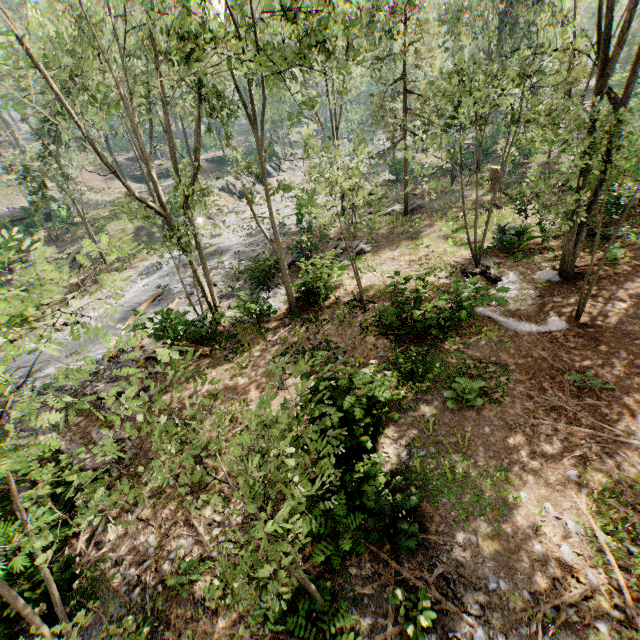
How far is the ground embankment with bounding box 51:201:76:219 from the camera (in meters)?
36.12

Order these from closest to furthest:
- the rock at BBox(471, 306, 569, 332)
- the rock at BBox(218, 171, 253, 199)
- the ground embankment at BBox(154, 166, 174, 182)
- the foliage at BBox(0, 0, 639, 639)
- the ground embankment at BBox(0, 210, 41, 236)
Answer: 1. the foliage at BBox(0, 0, 639, 639)
2. the rock at BBox(471, 306, 569, 332)
3. the ground embankment at BBox(0, 210, 41, 236)
4. the ground embankment at BBox(154, 166, 174, 182)
5. the rock at BBox(218, 171, 253, 199)

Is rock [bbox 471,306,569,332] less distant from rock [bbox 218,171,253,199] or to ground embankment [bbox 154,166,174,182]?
rock [bbox 218,171,253,199]

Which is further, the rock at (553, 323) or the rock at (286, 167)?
the rock at (286, 167)

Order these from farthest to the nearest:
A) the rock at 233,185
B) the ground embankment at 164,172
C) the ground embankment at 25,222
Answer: the rock at 233,185
the ground embankment at 164,172
the ground embankment at 25,222

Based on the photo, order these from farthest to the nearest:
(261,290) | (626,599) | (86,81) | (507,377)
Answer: (86,81)
(261,290)
(507,377)
(626,599)

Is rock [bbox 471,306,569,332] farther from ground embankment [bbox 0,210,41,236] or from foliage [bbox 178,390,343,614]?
ground embankment [bbox 0,210,41,236]

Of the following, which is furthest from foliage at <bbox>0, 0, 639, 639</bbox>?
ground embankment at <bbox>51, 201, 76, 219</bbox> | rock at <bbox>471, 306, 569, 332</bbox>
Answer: rock at <bbox>471, 306, 569, 332</bbox>
